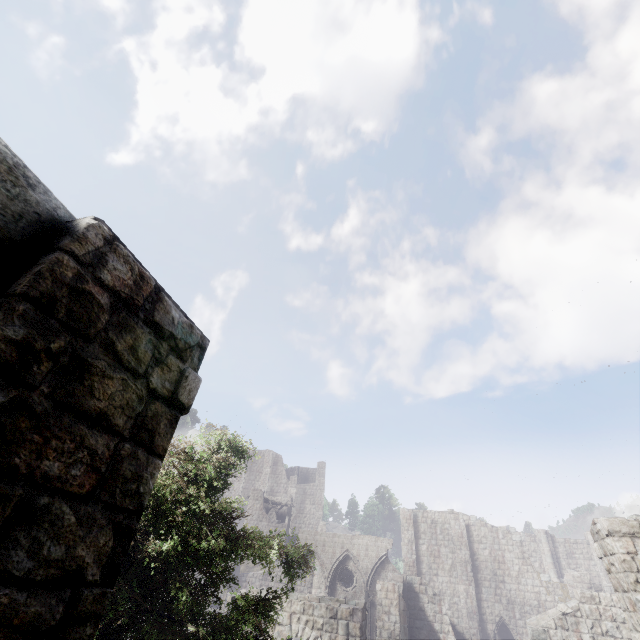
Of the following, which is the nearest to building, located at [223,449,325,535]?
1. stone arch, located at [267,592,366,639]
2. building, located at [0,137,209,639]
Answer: building, located at [0,137,209,639]

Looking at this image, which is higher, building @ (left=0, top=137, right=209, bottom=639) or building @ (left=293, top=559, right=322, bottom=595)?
building @ (left=0, top=137, right=209, bottom=639)

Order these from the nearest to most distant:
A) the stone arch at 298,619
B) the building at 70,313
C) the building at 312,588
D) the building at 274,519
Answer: the building at 70,313, the stone arch at 298,619, the building at 312,588, the building at 274,519

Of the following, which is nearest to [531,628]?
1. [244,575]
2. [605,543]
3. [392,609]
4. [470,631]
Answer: [392,609]

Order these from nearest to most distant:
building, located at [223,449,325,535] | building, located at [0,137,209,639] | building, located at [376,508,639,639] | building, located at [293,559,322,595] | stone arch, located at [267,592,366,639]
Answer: building, located at [0,137,209,639]
building, located at [376,508,639,639]
stone arch, located at [267,592,366,639]
building, located at [293,559,322,595]
building, located at [223,449,325,535]

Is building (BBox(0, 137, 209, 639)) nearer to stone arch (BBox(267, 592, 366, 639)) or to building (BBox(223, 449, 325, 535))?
stone arch (BBox(267, 592, 366, 639))

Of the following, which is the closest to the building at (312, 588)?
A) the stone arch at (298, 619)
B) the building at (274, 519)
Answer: the stone arch at (298, 619)

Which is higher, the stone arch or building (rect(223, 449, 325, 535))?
building (rect(223, 449, 325, 535))
